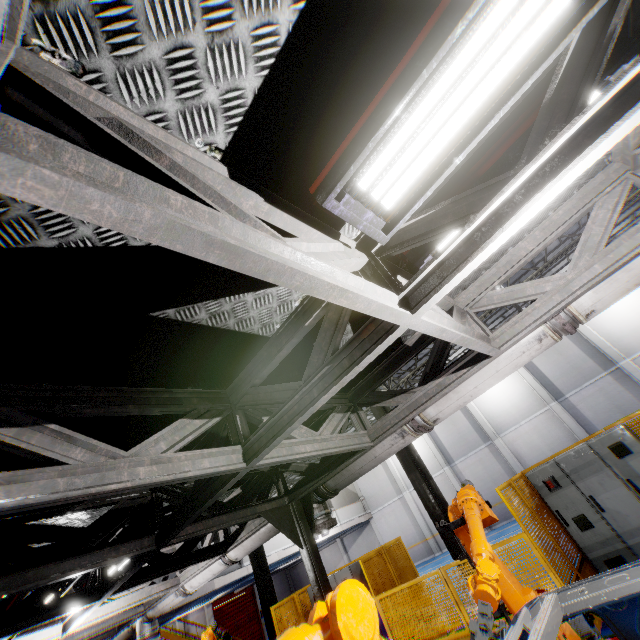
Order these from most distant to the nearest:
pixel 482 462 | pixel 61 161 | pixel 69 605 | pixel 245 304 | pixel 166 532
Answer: pixel 482 462 < pixel 69 605 < pixel 166 532 < pixel 245 304 < pixel 61 161

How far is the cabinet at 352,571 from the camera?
9.43m

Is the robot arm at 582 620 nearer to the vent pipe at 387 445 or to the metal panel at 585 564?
the vent pipe at 387 445

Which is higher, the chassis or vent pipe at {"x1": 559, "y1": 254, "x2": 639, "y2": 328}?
vent pipe at {"x1": 559, "y1": 254, "x2": 639, "y2": 328}

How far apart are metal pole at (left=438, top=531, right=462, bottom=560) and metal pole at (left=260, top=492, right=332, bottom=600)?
4.09m

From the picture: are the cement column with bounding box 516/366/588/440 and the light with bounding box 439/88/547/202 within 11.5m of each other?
no

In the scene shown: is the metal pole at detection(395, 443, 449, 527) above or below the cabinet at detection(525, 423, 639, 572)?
above

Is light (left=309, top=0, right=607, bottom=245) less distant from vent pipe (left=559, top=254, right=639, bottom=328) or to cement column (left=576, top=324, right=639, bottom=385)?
vent pipe (left=559, top=254, right=639, bottom=328)
